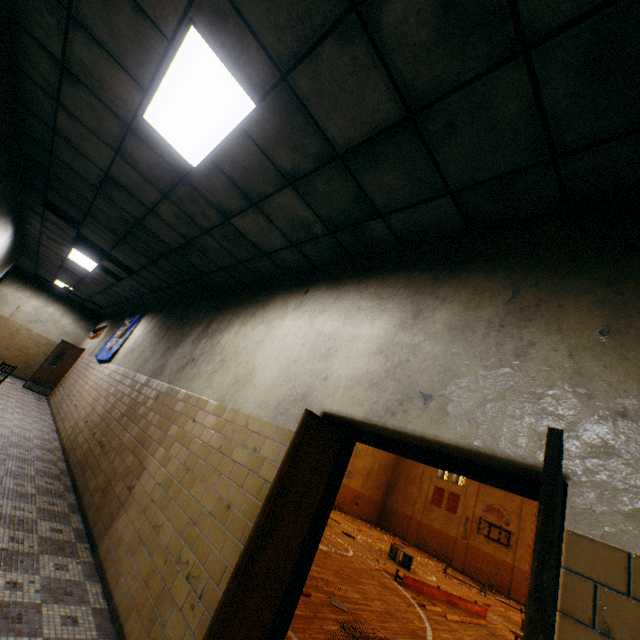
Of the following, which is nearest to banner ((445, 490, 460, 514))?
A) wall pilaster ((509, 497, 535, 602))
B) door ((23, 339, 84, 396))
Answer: wall pilaster ((509, 497, 535, 602))

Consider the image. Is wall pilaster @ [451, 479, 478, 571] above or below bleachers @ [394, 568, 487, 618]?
above

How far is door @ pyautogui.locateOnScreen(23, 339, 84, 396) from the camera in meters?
12.2 m

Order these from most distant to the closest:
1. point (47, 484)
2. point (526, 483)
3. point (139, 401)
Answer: point (139, 401) < point (47, 484) < point (526, 483)

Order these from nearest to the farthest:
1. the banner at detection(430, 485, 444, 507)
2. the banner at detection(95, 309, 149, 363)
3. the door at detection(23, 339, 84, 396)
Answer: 1. the banner at detection(95, 309, 149, 363)
2. the door at detection(23, 339, 84, 396)
3. the banner at detection(430, 485, 444, 507)

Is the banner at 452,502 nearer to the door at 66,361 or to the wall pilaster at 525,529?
the wall pilaster at 525,529

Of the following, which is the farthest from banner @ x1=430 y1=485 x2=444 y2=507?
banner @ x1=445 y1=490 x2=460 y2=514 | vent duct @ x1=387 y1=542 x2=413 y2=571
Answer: vent duct @ x1=387 y1=542 x2=413 y2=571

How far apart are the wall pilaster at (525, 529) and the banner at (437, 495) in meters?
5.7
